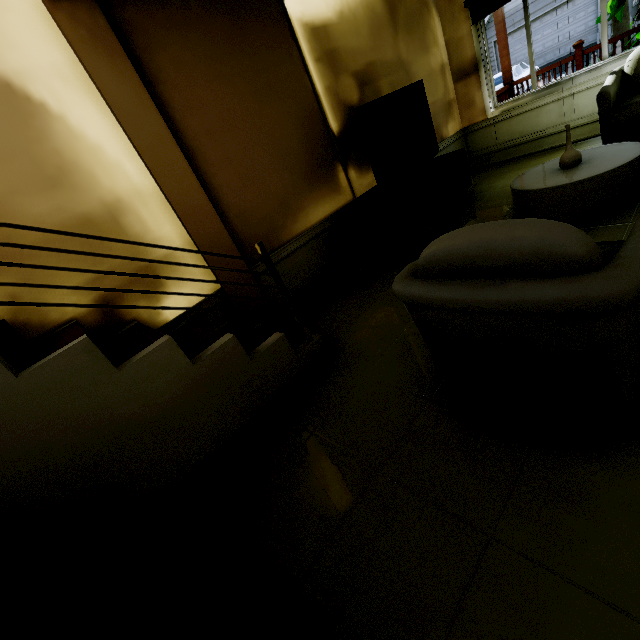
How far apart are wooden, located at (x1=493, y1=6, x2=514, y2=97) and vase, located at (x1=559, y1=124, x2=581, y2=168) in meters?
4.6

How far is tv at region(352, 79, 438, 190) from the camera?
3.30m

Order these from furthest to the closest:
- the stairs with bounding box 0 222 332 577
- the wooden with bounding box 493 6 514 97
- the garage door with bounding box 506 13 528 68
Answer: the garage door with bounding box 506 13 528 68 < the wooden with bounding box 493 6 514 97 < the stairs with bounding box 0 222 332 577

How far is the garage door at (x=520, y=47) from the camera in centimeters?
1885cm

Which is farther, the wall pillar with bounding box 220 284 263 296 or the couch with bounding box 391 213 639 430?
the wall pillar with bounding box 220 284 263 296

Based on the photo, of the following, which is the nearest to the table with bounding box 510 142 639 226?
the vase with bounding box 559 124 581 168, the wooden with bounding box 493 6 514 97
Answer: the vase with bounding box 559 124 581 168

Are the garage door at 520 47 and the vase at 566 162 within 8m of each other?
no

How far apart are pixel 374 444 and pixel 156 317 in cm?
196
